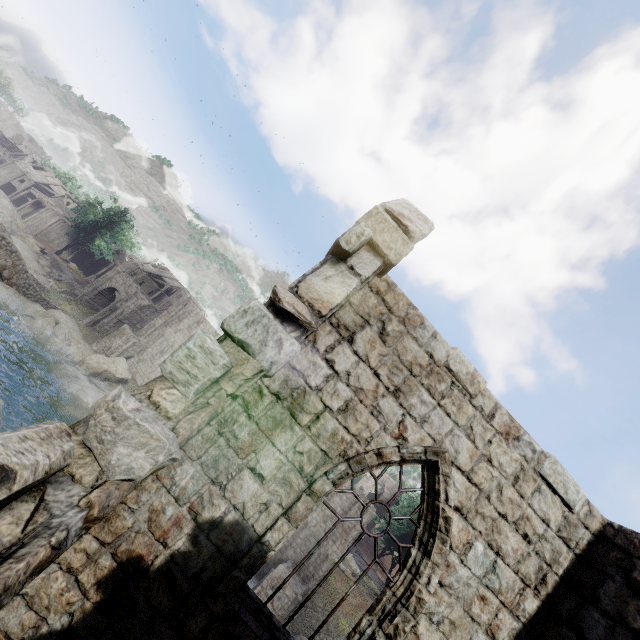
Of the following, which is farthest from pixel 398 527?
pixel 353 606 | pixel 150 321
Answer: pixel 150 321

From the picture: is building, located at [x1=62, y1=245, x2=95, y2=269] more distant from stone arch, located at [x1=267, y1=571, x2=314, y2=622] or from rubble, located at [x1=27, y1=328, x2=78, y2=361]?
rubble, located at [x1=27, y1=328, x2=78, y2=361]

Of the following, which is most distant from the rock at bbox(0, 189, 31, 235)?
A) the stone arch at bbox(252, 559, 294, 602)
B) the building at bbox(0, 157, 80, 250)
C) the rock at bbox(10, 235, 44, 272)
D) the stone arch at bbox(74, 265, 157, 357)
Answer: the stone arch at bbox(252, 559, 294, 602)

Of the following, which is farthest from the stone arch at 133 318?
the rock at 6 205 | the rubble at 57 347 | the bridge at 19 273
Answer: the rock at 6 205

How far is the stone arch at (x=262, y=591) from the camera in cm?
2027

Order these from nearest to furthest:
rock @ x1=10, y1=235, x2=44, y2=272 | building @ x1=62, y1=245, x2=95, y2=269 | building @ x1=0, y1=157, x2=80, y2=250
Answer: rock @ x1=10, y1=235, x2=44, y2=272 < building @ x1=0, y1=157, x2=80, y2=250 < building @ x1=62, y1=245, x2=95, y2=269

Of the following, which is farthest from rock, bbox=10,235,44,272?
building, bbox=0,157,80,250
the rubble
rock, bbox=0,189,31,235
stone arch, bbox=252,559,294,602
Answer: stone arch, bbox=252,559,294,602

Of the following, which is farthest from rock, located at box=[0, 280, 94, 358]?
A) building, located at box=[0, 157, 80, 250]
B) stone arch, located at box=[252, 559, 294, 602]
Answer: stone arch, located at box=[252, 559, 294, 602]
